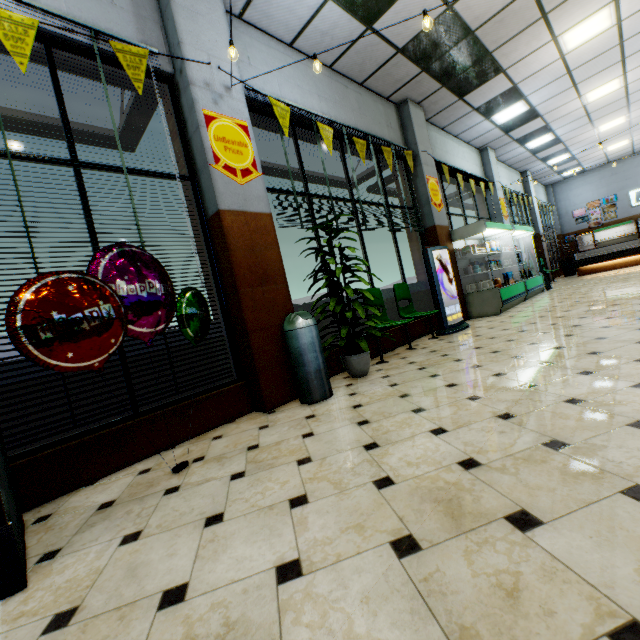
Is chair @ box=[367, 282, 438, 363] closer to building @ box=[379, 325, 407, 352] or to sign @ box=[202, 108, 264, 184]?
building @ box=[379, 325, 407, 352]

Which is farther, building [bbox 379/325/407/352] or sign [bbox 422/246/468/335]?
sign [bbox 422/246/468/335]

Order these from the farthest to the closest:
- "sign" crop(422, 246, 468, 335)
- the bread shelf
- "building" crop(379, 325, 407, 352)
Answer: the bread shelf
"sign" crop(422, 246, 468, 335)
"building" crop(379, 325, 407, 352)

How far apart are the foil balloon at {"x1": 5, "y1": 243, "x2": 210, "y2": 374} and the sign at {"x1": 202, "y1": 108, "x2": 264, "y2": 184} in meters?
1.4 m

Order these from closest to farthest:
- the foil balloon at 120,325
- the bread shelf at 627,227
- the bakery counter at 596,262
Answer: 1. the foil balloon at 120,325
2. the bakery counter at 596,262
3. the bread shelf at 627,227

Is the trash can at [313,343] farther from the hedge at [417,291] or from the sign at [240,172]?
the sign at [240,172]

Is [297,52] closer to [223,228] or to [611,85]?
[223,228]

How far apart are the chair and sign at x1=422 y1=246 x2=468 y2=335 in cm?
24
